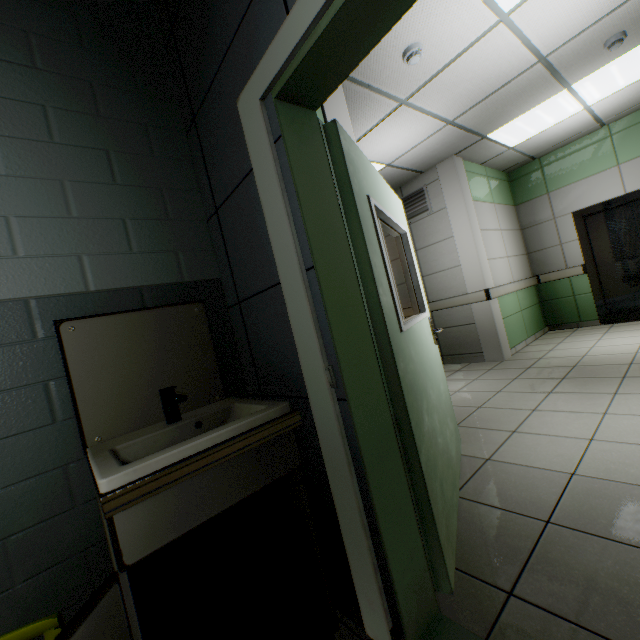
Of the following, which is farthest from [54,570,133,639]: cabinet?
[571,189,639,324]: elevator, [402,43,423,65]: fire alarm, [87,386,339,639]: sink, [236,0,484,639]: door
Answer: [571,189,639,324]: elevator

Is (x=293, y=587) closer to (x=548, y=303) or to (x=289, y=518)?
(x=289, y=518)

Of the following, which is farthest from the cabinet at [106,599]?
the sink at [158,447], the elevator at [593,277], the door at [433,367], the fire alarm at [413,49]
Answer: the elevator at [593,277]

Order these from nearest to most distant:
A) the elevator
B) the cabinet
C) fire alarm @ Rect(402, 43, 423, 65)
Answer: the cabinet < fire alarm @ Rect(402, 43, 423, 65) < the elevator

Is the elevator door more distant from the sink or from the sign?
the sign

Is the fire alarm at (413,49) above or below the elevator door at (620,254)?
above

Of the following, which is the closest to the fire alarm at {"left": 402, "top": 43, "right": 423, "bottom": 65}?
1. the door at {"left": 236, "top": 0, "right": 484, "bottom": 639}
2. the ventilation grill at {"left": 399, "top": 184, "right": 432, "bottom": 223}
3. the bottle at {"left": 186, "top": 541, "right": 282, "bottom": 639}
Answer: the door at {"left": 236, "top": 0, "right": 484, "bottom": 639}

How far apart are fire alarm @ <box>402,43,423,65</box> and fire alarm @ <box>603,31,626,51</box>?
2.1m
